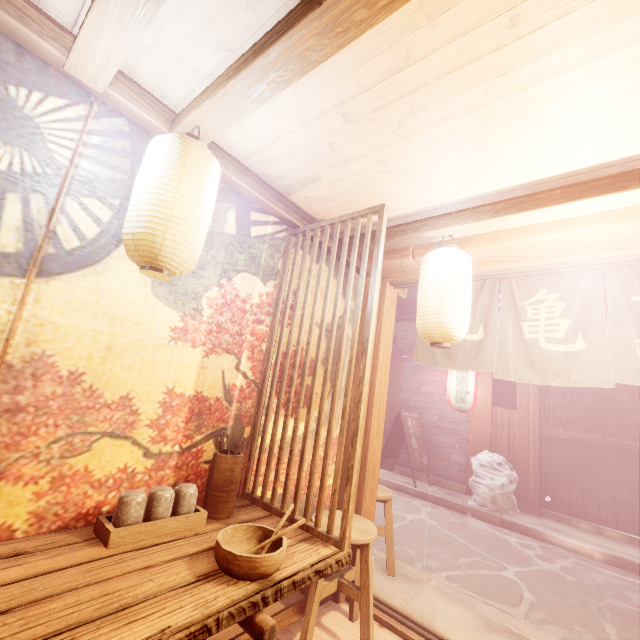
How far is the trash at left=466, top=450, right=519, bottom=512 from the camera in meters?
10.5

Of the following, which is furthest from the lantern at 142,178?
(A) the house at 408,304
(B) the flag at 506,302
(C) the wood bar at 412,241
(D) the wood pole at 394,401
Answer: (D) the wood pole at 394,401

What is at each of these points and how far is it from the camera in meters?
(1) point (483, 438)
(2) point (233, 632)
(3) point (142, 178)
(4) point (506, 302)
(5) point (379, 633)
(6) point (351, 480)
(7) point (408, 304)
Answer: (1) wood pole, 12.4 m
(2) building, 3.5 m
(3) lantern, 2.5 m
(4) flag, 5.4 m
(5) building, 4.2 m
(6) wood partition, 3.0 m
(7) house, 16.1 m

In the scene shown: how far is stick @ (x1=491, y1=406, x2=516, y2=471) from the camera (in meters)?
11.79

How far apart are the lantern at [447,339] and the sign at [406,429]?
10.1 meters

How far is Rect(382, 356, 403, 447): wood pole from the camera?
14.9 meters

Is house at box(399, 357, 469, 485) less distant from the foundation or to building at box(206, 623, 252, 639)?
the foundation

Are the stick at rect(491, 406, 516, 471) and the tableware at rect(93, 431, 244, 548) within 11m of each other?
no
